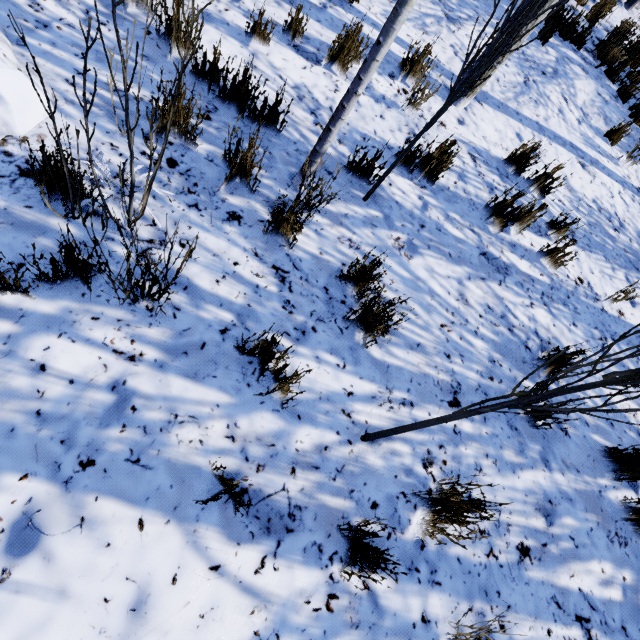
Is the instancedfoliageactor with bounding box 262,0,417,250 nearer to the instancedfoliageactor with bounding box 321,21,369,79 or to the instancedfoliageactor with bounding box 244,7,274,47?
the instancedfoliageactor with bounding box 244,7,274,47

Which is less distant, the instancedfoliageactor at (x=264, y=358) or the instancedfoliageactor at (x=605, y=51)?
the instancedfoliageactor at (x=264, y=358)

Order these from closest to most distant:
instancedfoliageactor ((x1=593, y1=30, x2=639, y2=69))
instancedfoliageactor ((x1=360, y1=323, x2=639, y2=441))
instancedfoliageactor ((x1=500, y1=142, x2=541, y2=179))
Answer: instancedfoliageactor ((x1=360, y1=323, x2=639, y2=441)) → instancedfoliageactor ((x1=500, y1=142, x2=541, y2=179)) → instancedfoliageactor ((x1=593, y1=30, x2=639, y2=69))

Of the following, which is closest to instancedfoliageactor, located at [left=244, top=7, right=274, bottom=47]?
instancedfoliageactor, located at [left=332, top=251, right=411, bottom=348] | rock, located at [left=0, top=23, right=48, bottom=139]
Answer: rock, located at [left=0, top=23, right=48, bottom=139]

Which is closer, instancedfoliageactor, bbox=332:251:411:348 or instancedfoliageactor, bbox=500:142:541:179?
instancedfoliageactor, bbox=332:251:411:348

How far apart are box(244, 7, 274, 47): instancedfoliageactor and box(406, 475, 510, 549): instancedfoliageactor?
3.38m

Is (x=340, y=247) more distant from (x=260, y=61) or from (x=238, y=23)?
(x=238, y=23)

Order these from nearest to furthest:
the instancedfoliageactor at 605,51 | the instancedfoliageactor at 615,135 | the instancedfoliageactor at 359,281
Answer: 1. the instancedfoliageactor at 359,281
2. the instancedfoliageactor at 615,135
3. the instancedfoliageactor at 605,51
